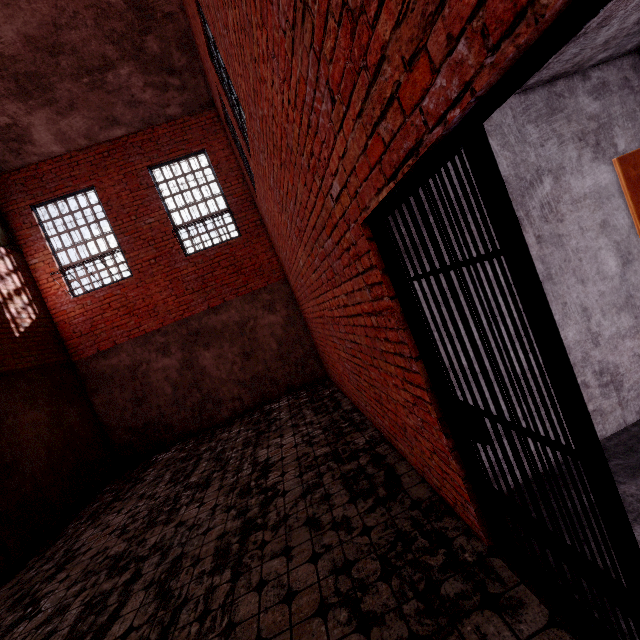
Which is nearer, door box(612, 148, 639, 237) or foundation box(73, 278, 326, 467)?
door box(612, 148, 639, 237)

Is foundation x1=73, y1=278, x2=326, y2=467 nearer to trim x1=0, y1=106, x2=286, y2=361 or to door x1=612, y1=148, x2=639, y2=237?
trim x1=0, y1=106, x2=286, y2=361

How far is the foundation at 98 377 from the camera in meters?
8.3 m

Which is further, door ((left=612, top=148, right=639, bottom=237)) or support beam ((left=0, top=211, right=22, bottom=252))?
support beam ((left=0, top=211, right=22, bottom=252))

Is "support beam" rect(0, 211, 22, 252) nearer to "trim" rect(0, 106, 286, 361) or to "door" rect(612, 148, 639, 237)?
"trim" rect(0, 106, 286, 361)

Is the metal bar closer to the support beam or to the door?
the door

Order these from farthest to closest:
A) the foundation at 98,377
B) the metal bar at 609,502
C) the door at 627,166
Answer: the foundation at 98,377 → the door at 627,166 → the metal bar at 609,502

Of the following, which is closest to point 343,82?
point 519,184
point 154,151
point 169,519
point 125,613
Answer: point 519,184
